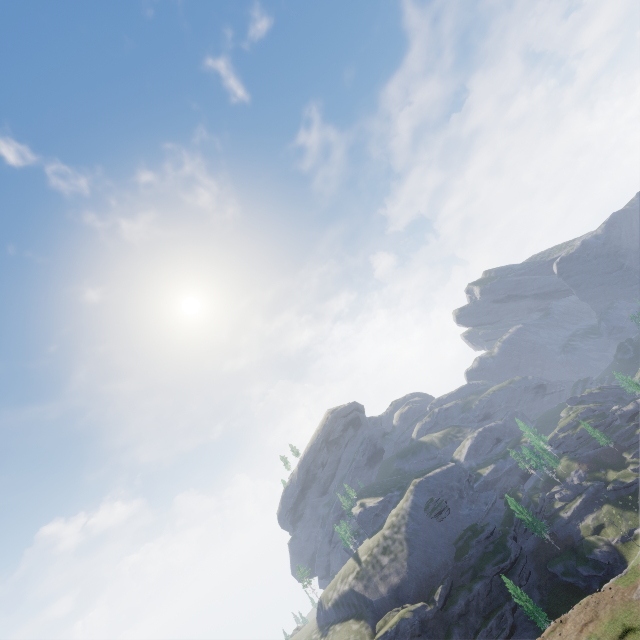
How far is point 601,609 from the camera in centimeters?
3662cm
